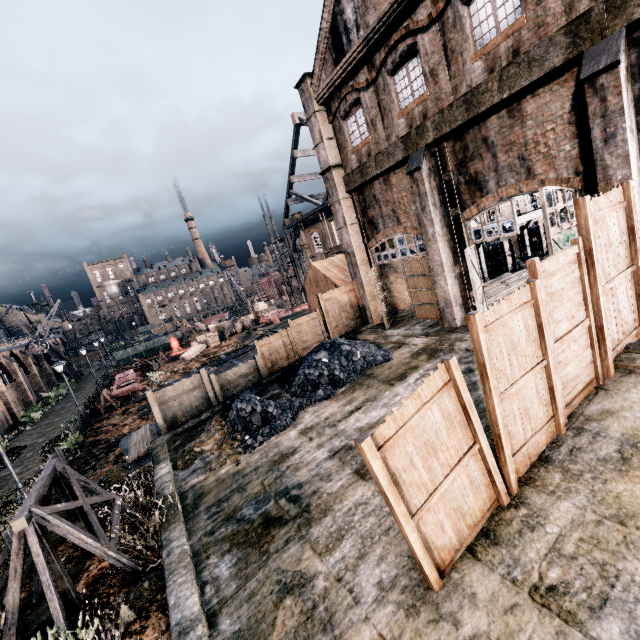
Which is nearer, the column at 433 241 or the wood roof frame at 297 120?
the column at 433 241

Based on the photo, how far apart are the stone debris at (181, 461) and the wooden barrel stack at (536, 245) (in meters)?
26.77

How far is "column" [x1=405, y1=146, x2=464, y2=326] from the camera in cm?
1414

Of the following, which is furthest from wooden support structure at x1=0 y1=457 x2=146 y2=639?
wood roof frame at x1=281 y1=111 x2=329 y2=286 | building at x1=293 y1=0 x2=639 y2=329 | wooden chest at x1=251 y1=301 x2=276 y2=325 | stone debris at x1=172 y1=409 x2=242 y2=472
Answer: wooden chest at x1=251 y1=301 x2=276 y2=325

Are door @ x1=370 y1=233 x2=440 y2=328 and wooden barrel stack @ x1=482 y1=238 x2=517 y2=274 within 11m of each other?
yes

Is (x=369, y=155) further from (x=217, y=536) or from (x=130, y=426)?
(x=130, y=426)

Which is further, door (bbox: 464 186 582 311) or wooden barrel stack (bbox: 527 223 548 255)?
wooden barrel stack (bbox: 527 223 548 255)

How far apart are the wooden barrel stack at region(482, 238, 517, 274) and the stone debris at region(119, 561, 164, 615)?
24.71m
